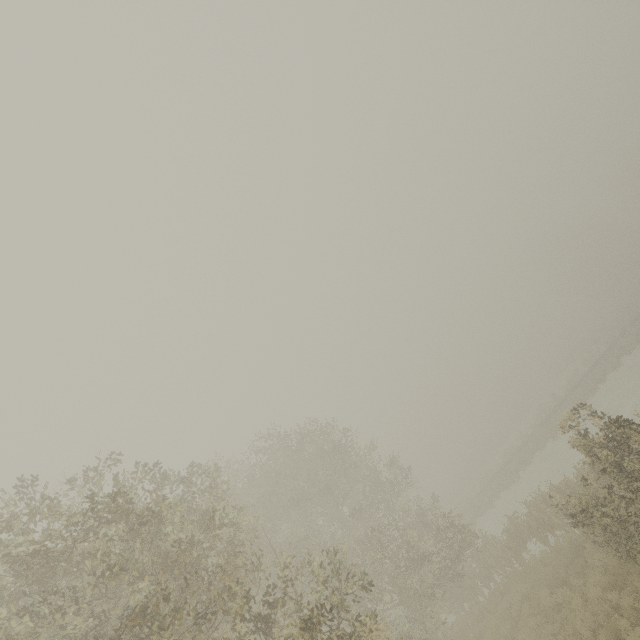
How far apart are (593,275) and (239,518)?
73.60m
